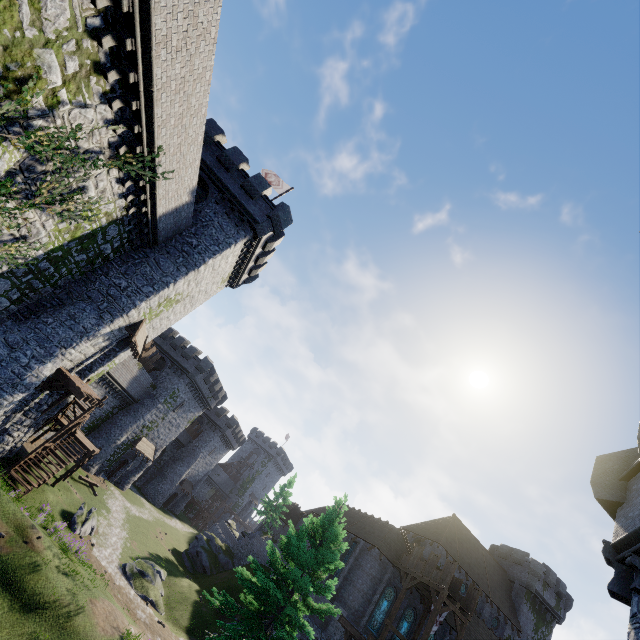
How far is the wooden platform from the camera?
16.7 meters

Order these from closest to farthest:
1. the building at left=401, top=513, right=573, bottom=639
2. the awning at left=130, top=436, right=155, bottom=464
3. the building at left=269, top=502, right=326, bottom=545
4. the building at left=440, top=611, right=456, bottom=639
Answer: the building at left=440, top=611, right=456, bottom=639
the building at left=401, top=513, right=573, bottom=639
the awning at left=130, top=436, right=155, bottom=464
the building at left=269, top=502, right=326, bottom=545

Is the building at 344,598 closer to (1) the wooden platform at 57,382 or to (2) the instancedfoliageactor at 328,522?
(2) the instancedfoliageactor at 328,522

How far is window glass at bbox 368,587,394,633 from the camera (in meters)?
29.47

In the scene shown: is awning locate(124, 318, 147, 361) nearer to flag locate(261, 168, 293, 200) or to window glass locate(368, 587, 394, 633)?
flag locate(261, 168, 293, 200)

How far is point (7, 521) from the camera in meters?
14.1

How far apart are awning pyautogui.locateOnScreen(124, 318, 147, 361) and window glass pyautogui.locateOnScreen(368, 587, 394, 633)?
30.83m

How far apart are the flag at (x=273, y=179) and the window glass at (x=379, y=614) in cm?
3706
